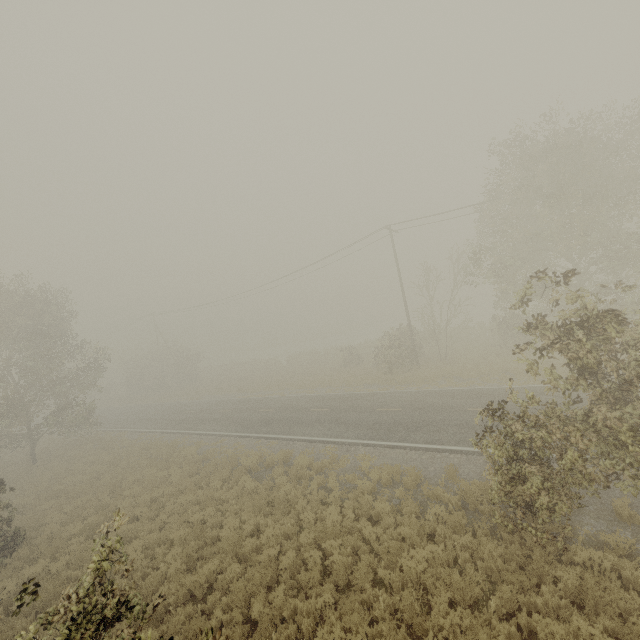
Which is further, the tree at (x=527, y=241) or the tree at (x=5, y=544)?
the tree at (x=5, y=544)

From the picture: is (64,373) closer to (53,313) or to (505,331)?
(53,313)

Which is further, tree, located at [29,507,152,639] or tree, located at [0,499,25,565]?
tree, located at [0,499,25,565]

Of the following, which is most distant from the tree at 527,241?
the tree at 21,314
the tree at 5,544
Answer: the tree at 21,314

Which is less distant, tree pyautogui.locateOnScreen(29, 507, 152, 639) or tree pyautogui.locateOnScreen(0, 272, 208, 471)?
tree pyautogui.locateOnScreen(29, 507, 152, 639)

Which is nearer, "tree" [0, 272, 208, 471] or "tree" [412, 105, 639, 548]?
"tree" [412, 105, 639, 548]

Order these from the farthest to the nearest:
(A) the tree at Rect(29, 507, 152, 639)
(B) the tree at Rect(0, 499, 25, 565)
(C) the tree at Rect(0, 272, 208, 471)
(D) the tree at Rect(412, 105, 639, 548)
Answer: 1. (C) the tree at Rect(0, 272, 208, 471)
2. (B) the tree at Rect(0, 499, 25, 565)
3. (D) the tree at Rect(412, 105, 639, 548)
4. (A) the tree at Rect(29, 507, 152, 639)

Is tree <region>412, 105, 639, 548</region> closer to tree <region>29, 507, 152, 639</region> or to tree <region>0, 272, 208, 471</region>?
tree <region>29, 507, 152, 639</region>
